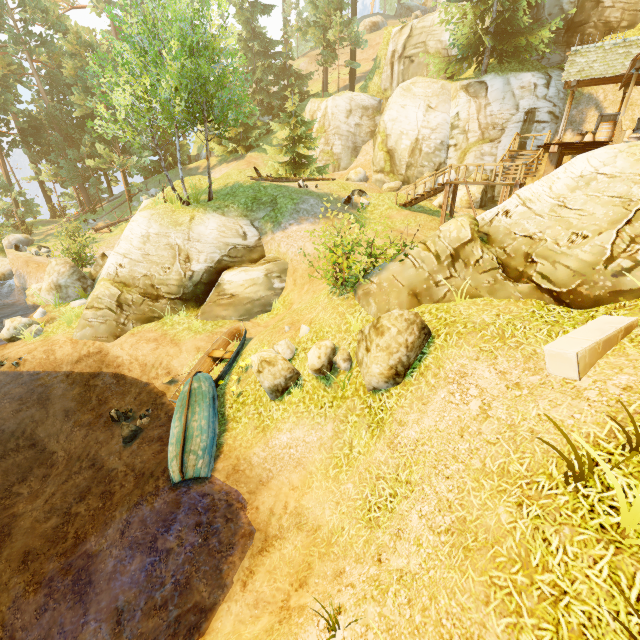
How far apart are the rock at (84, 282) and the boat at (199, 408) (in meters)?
10.56

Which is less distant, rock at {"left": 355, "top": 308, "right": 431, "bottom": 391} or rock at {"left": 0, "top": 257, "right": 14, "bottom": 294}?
rock at {"left": 355, "top": 308, "right": 431, "bottom": 391}

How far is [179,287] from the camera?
15.2 meters

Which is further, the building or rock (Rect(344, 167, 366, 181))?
rock (Rect(344, 167, 366, 181))

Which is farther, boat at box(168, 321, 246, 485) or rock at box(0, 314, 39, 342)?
rock at box(0, 314, 39, 342)

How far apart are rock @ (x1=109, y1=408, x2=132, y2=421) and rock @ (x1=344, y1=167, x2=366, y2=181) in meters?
23.7 m

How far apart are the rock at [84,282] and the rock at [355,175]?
20.26m

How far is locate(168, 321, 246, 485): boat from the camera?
8.8m
